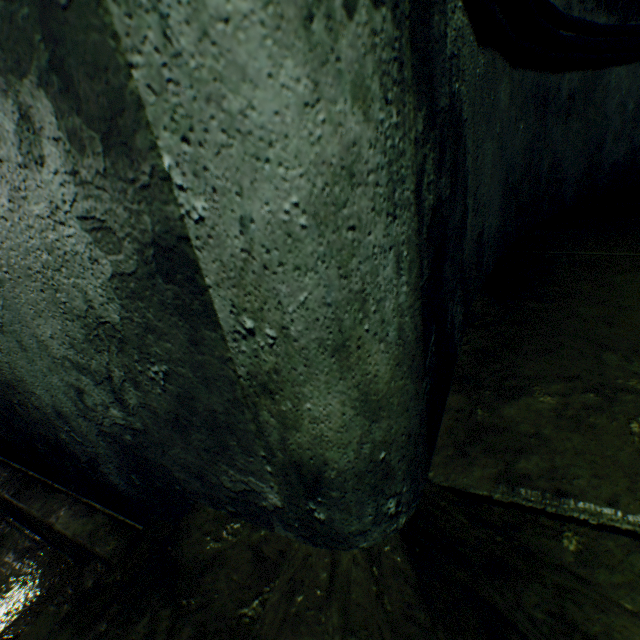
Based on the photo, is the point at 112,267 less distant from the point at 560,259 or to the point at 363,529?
the point at 363,529

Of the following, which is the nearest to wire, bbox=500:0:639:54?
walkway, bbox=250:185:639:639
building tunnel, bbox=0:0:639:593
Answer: building tunnel, bbox=0:0:639:593

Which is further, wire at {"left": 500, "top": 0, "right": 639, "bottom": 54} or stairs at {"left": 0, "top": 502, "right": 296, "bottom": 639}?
wire at {"left": 500, "top": 0, "right": 639, "bottom": 54}

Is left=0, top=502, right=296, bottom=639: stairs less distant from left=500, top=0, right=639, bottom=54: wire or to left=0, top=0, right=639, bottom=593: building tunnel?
left=0, top=0, right=639, bottom=593: building tunnel

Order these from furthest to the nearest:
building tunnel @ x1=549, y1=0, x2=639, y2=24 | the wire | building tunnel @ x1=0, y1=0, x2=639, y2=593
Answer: building tunnel @ x1=549, y1=0, x2=639, y2=24, the wire, building tunnel @ x1=0, y1=0, x2=639, y2=593

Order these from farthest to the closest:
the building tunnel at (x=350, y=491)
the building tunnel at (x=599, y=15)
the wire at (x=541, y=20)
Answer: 1. the building tunnel at (x=599, y=15)
2. the wire at (x=541, y=20)
3. the building tunnel at (x=350, y=491)

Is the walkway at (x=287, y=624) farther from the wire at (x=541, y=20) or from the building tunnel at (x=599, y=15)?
the wire at (x=541, y=20)
